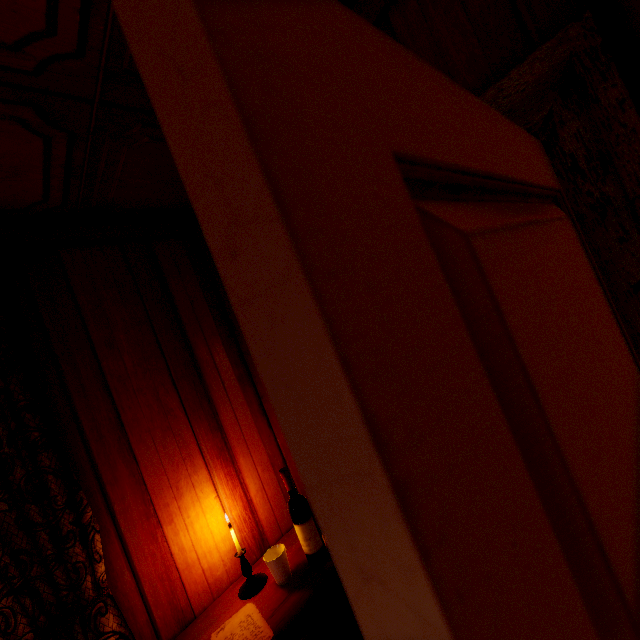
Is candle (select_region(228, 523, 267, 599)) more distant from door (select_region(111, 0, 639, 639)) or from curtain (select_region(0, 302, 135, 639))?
door (select_region(111, 0, 639, 639))

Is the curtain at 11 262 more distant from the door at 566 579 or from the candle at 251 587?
the door at 566 579

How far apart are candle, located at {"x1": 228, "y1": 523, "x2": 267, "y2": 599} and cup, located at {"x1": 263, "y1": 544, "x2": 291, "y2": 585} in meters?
0.1

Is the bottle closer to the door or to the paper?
the paper

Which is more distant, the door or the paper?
→ the paper

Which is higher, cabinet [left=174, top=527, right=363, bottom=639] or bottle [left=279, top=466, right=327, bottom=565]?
bottle [left=279, top=466, right=327, bottom=565]

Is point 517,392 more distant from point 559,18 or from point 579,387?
point 559,18

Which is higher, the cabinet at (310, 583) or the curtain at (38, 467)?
the curtain at (38, 467)
